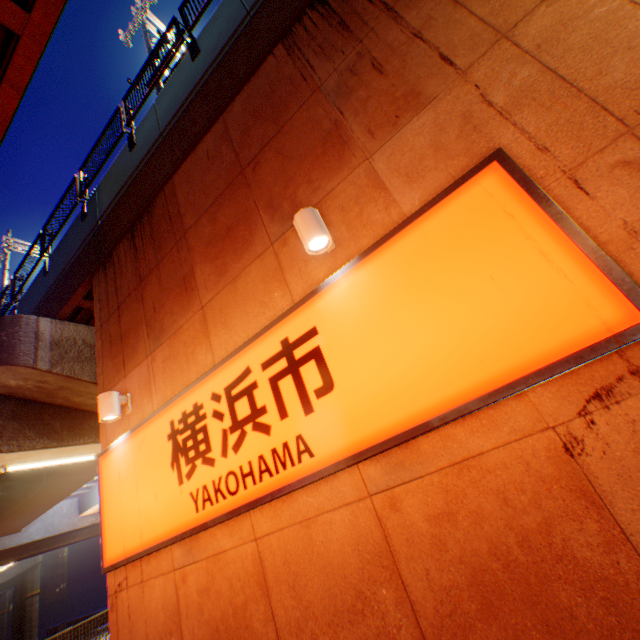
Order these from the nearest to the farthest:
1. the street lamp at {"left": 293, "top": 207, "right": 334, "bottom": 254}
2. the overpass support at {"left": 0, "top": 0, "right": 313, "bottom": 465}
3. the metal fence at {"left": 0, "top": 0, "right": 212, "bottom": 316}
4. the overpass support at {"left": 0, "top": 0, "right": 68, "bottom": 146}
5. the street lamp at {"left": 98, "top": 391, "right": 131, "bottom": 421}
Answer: the street lamp at {"left": 293, "top": 207, "right": 334, "bottom": 254} → the overpass support at {"left": 0, "top": 0, "right": 68, "bottom": 146} → the street lamp at {"left": 98, "top": 391, "right": 131, "bottom": 421} → the overpass support at {"left": 0, "top": 0, "right": 313, "bottom": 465} → the metal fence at {"left": 0, "top": 0, "right": 212, "bottom": 316}

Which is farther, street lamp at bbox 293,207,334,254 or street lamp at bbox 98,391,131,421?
street lamp at bbox 98,391,131,421

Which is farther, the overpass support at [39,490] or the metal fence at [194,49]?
the overpass support at [39,490]

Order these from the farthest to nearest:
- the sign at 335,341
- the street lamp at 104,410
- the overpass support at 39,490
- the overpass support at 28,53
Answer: the overpass support at 39,490 → the street lamp at 104,410 → the overpass support at 28,53 → the sign at 335,341

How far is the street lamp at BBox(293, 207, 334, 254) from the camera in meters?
3.2

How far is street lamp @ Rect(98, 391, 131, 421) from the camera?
4.94m

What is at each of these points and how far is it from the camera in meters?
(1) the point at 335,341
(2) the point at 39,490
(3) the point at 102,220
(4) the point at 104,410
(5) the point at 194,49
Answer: (1) sign, 3.1
(2) overpass support, 15.4
(3) overpass support, 7.9
(4) street lamp, 4.9
(5) metal fence, 6.6

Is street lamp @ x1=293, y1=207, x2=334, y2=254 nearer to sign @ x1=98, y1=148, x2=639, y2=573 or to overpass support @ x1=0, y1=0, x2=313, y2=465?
sign @ x1=98, y1=148, x2=639, y2=573
